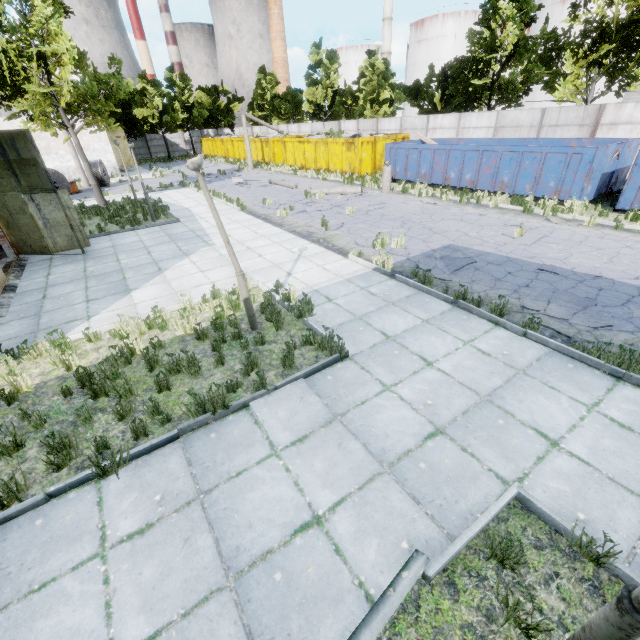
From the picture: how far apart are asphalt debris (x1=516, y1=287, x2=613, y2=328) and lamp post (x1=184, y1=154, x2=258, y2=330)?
5.6m

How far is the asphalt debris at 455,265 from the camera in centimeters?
878cm

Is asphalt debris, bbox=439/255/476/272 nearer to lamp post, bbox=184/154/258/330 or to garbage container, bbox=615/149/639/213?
lamp post, bbox=184/154/258/330

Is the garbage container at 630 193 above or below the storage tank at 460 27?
below

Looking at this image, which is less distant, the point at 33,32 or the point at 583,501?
the point at 583,501

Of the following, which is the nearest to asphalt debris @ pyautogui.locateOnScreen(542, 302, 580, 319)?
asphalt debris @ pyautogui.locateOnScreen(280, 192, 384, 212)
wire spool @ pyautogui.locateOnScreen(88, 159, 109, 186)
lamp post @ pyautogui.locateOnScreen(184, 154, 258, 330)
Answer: lamp post @ pyautogui.locateOnScreen(184, 154, 258, 330)

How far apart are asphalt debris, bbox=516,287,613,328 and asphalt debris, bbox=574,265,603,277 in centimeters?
105cm
